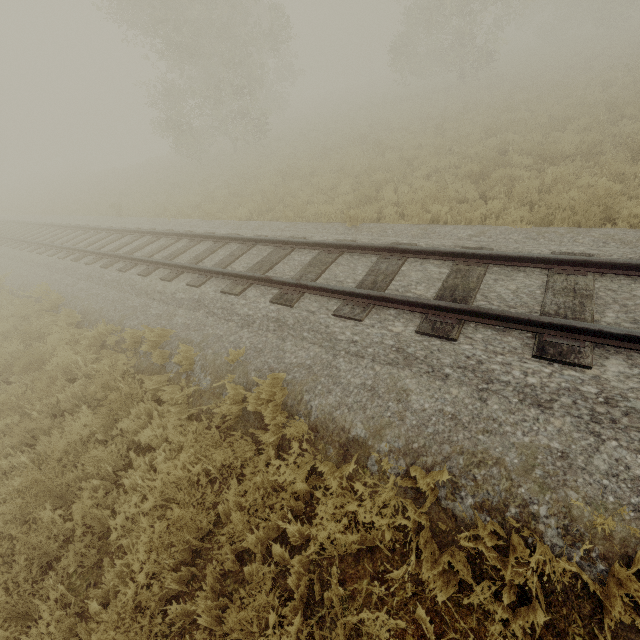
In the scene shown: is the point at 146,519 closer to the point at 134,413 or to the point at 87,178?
the point at 134,413
